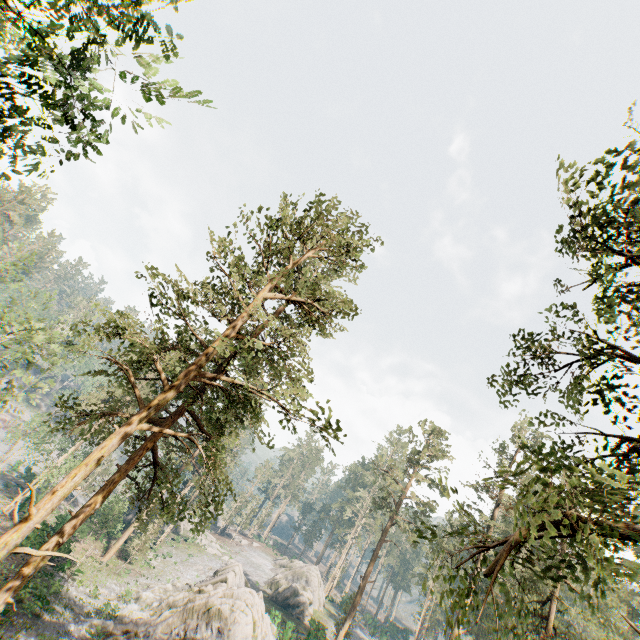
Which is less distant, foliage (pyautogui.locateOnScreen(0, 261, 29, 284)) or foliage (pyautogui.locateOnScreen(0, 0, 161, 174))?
foliage (pyautogui.locateOnScreen(0, 0, 161, 174))

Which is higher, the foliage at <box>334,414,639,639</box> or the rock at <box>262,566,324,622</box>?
the foliage at <box>334,414,639,639</box>

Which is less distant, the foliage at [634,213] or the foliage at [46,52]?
the foliage at [46,52]

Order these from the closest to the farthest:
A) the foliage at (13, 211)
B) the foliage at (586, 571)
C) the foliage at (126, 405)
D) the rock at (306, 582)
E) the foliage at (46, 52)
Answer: the foliage at (586, 571) → the foliage at (46, 52) → the foliage at (126, 405) → the rock at (306, 582) → the foliage at (13, 211)

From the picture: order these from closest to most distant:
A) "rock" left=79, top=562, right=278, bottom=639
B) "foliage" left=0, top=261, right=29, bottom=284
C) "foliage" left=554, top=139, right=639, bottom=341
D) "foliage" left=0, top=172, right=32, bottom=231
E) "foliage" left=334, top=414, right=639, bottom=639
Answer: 1. "foliage" left=334, top=414, right=639, bottom=639
2. "foliage" left=554, top=139, right=639, bottom=341
3. "rock" left=79, top=562, right=278, bottom=639
4. "foliage" left=0, top=261, right=29, bottom=284
5. "foliage" left=0, top=172, right=32, bottom=231

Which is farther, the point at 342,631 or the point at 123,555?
the point at 123,555

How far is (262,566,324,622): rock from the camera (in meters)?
46.97
